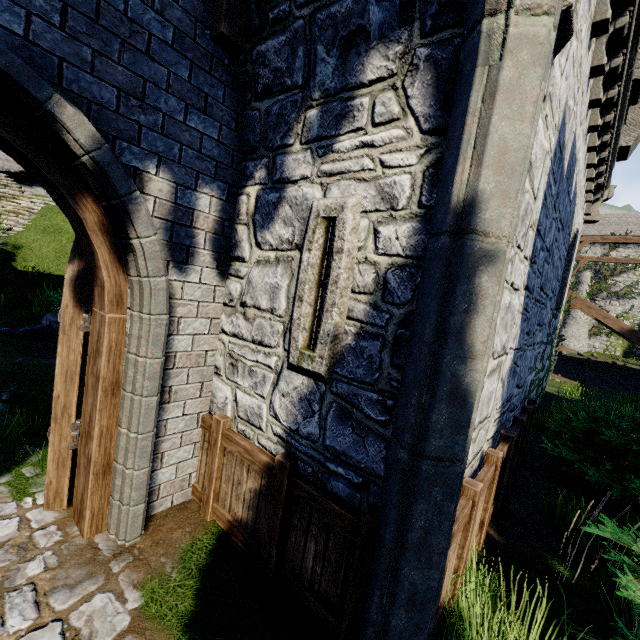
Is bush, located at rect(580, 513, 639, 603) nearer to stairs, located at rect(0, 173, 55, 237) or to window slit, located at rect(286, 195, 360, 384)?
window slit, located at rect(286, 195, 360, 384)

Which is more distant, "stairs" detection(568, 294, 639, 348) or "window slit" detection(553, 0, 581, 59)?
"stairs" detection(568, 294, 639, 348)

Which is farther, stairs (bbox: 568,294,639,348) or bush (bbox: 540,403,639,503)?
stairs (bbox: 568,294,639,348)

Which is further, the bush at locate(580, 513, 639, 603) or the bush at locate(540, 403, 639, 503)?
the bush at locate(540, 403, 639, 503)

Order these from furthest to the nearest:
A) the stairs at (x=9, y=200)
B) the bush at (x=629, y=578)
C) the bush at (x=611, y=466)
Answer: the stairs at (x=9, y=200) → the bush at (x=611, y=466) → the bush at (x=629, y=578)

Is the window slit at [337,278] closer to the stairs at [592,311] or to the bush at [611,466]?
the bush at [611,466]

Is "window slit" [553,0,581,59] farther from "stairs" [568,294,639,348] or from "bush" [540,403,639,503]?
"stairs" [568,294,639,348]

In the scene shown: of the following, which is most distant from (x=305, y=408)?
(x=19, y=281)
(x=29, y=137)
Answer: (x=19, y=281)
